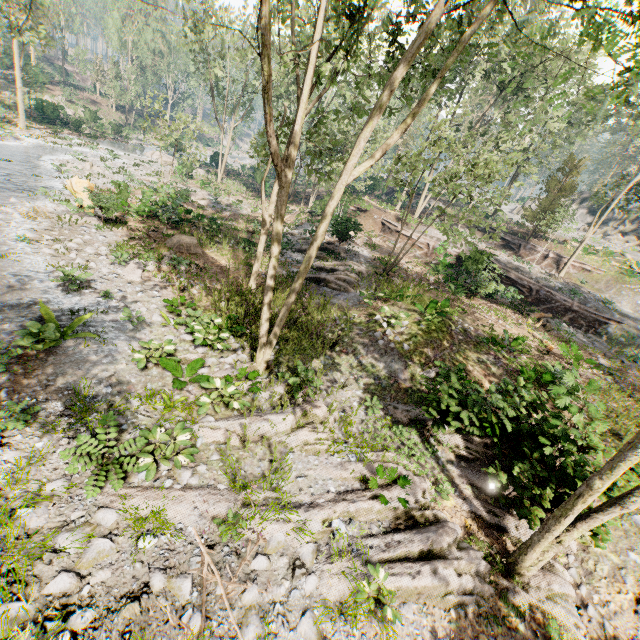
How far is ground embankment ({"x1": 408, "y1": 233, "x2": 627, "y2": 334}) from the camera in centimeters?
2034cm

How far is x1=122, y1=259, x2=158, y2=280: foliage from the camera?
13.8m

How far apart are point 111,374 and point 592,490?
11.6 meters

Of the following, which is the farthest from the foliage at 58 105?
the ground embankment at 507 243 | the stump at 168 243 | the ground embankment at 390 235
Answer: the stump at 168 243

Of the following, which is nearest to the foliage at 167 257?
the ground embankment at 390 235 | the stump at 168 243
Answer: the ground embankment at 390 235

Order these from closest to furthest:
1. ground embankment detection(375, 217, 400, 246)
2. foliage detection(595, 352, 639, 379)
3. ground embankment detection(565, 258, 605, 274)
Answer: foliage detection(595, 352, 639, 379) → ground embankment detection(375, 217, 400, 246) → ground embankment detection(565, 258, 605, 274)

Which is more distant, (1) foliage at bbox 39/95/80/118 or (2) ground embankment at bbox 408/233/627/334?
(1) foliage at bbox 39/95/80/118

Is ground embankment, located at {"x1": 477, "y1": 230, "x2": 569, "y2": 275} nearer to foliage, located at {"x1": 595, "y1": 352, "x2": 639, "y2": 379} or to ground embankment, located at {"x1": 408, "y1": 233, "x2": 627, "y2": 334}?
foliage, located at {"x1": 595, "y1": 352, "x2": 639, "y2": 379}
